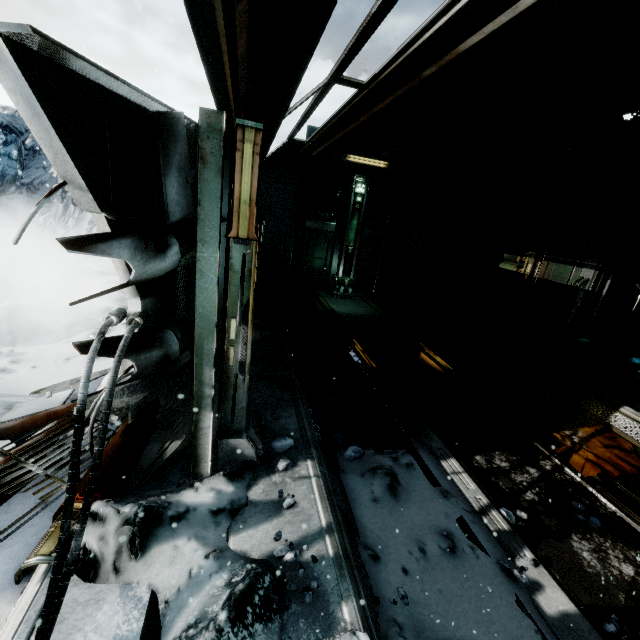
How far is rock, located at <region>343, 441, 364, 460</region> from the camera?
3.7m

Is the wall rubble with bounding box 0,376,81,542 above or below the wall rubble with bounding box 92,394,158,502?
below

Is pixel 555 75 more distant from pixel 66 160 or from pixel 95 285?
pixel 95 285

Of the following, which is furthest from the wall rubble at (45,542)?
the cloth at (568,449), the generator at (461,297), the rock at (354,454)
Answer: the generator at (461,297)

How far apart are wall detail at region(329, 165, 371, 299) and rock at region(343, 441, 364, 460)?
7.26m

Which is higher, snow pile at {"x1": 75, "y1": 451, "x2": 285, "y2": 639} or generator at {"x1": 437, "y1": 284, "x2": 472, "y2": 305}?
generator at {"x1": 437, "y1": 284, "x2": 472, "y2": 305}

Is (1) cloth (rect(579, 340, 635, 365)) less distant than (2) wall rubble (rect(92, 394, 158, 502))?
No

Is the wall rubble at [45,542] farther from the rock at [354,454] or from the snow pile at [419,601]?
the rock at [354,454]
